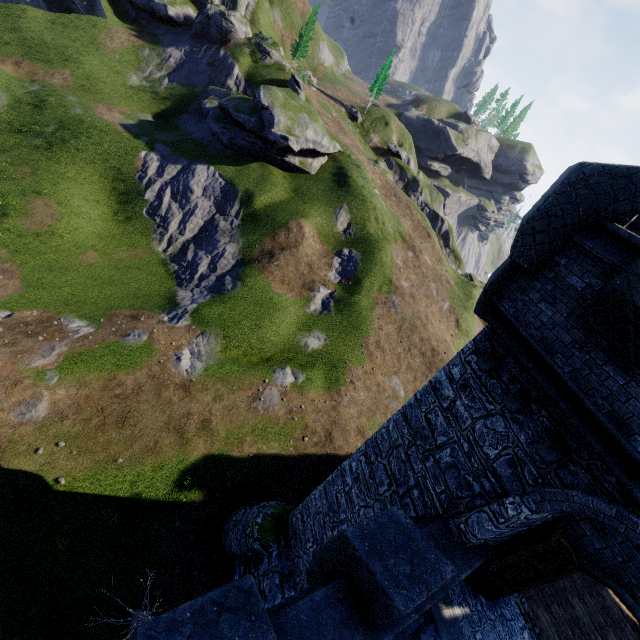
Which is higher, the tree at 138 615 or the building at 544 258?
the building at 544 258

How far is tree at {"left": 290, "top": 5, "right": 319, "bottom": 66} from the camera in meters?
53.8 m

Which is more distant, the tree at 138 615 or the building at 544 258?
the tree at 138 615

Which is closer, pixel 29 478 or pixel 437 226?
pixel 29 478

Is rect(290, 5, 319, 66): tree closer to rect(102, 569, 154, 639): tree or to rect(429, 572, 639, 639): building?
rect(429, 572, 639, 639): building

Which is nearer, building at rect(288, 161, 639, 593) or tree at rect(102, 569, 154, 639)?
building at rect(288, 161, 639, 593)

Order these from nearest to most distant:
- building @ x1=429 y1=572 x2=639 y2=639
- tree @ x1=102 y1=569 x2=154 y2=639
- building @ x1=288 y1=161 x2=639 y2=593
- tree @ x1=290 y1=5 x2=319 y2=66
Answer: building @ x1=288 y1=161 x2=639 y2=593 → building @ x1=429 y1=572 x2=639 y2=639 → tree @ x1=102 y1=569 x2=154 y2=639 → tree @ x1=290 y1=5 x2=319 y2=66
